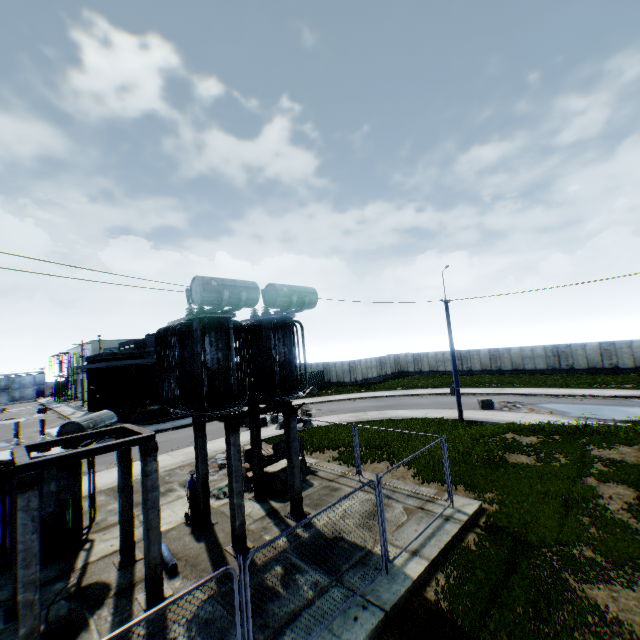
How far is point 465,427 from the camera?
18.5 meters

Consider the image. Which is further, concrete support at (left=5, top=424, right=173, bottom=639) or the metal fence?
the metal fence

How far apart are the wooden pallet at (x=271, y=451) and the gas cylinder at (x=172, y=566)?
5.39m

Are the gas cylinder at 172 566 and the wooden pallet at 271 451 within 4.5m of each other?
no

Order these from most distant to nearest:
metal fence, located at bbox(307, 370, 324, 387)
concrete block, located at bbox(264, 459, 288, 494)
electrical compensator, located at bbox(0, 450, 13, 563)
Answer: → metal fence, located at bbox(307, 370, 324, 387) → concrete block, located at bbox(264, 459, 288, 494) → electrical compensator, located at bbox(0, 450, 13, 563)

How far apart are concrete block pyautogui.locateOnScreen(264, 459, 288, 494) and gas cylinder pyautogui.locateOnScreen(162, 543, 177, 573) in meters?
3.9

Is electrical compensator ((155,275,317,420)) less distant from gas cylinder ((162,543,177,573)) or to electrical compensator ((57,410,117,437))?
electrical compensator ((57,410,117,437))

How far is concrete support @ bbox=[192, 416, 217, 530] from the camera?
10.4 meters
